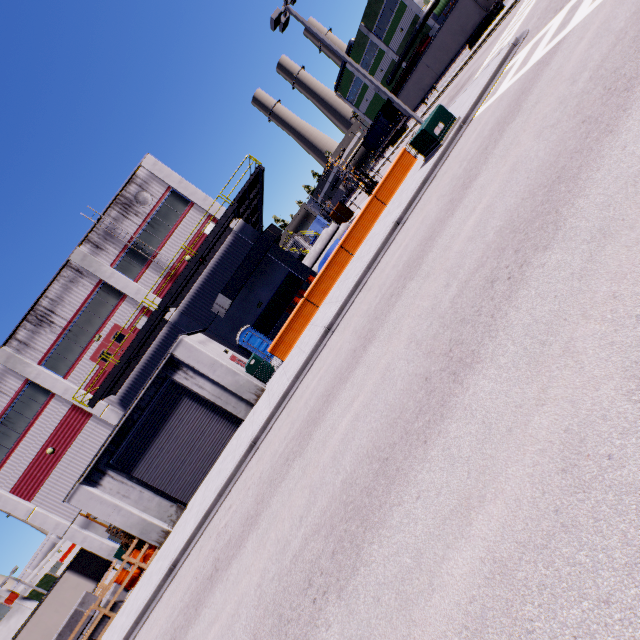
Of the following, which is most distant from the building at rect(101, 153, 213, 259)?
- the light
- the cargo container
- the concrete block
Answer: the light

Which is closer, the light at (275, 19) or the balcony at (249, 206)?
the light at (275, 19)

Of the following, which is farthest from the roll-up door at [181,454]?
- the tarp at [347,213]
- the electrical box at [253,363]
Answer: the tarp at [347,213]

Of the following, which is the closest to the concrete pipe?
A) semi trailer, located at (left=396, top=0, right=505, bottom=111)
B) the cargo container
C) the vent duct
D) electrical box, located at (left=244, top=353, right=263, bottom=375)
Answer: the vent duct

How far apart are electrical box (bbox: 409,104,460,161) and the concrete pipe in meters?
13.7

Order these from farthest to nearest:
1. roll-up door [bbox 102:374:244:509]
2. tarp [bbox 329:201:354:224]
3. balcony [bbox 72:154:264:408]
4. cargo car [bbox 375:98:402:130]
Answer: cargo car [bbox 375:98:402:130], tarp [bbox 329:201:354:224], balcony [bbox 72:154:264:408], roll-up door [bbox 102:374:244:509]

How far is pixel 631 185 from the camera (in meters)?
3.57

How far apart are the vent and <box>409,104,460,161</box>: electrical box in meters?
17.7 m
